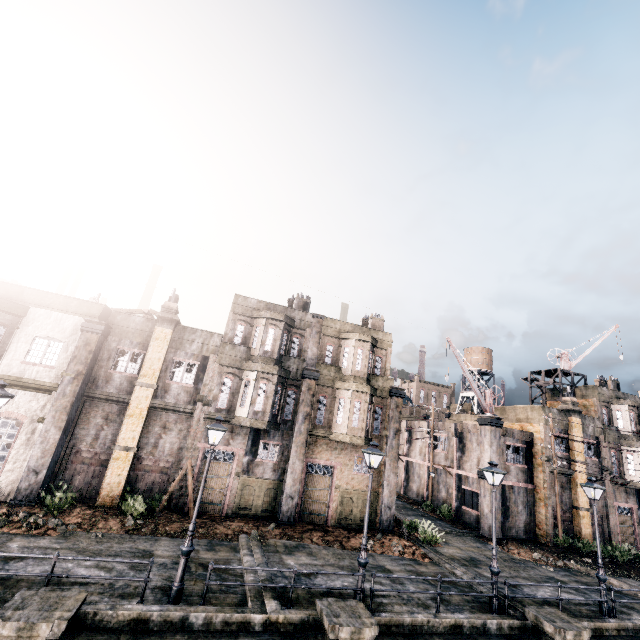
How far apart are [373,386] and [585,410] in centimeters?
2423cm

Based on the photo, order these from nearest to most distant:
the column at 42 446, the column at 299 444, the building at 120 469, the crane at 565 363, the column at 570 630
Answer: the column at 570 630 → the column at 42 446 → the building at 120 469 → the column at 299 444 → the crane at 565 363

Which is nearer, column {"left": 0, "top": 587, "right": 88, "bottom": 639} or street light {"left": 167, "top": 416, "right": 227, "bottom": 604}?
column {"left": 0, "top": 587, "right": 88, "bottom": 639}

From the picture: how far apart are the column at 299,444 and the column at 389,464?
5.5 meters

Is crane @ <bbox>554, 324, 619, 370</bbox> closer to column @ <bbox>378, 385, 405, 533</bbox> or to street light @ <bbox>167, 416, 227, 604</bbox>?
column @ <bbox>378, 385, 405, 533</bbox>

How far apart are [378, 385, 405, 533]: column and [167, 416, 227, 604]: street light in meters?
14.2 m

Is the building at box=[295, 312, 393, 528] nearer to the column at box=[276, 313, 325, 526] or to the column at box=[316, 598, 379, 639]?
the column at box=[276, 313, 325, 526]

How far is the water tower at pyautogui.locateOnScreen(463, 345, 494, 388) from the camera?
51.3m
